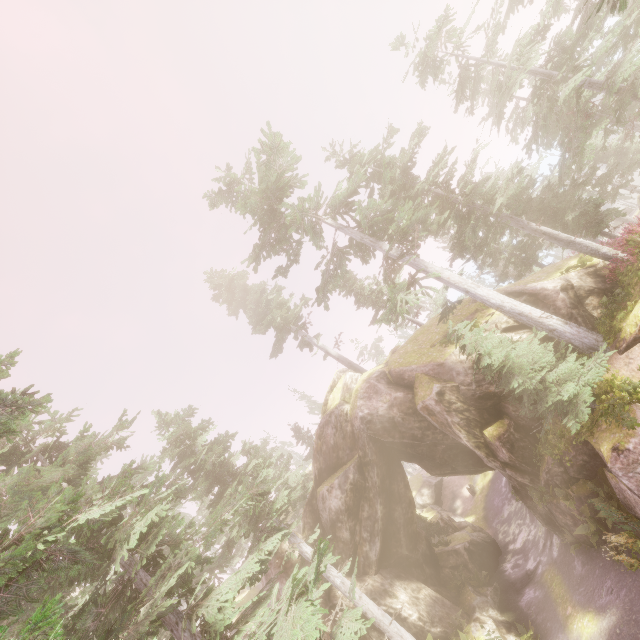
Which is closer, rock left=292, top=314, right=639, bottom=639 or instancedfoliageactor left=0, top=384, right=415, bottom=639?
instancedfoliageactor left=0, top=384, right=415, bottom=639

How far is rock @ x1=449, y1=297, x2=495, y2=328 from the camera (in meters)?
19.12

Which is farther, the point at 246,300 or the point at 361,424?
the point at 246,300

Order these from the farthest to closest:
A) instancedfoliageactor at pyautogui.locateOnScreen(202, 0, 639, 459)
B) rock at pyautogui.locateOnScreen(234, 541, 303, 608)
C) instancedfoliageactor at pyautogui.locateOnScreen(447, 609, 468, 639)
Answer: rock at pyautogui.locateOnScreen(234, 541, 303, 608) < instancedfoliageactor at pyautogui.locateOnScreen(447, 609, 468, 639) < instancedfoliageactor at pyautogui.locateOnScreen(202, 0, 639, 459)

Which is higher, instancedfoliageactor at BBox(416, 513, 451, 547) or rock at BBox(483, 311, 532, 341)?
rock at BBox(483, 311, 532, 341)

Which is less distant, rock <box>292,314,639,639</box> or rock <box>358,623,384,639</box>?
rock <box>292,314,639,639</box>

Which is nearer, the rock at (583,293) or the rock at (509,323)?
the rock at (583,293)

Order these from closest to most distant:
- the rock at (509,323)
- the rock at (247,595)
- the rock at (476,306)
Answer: the rock at (509,323)
the rock at (476,306)
the rock at (247,595)
